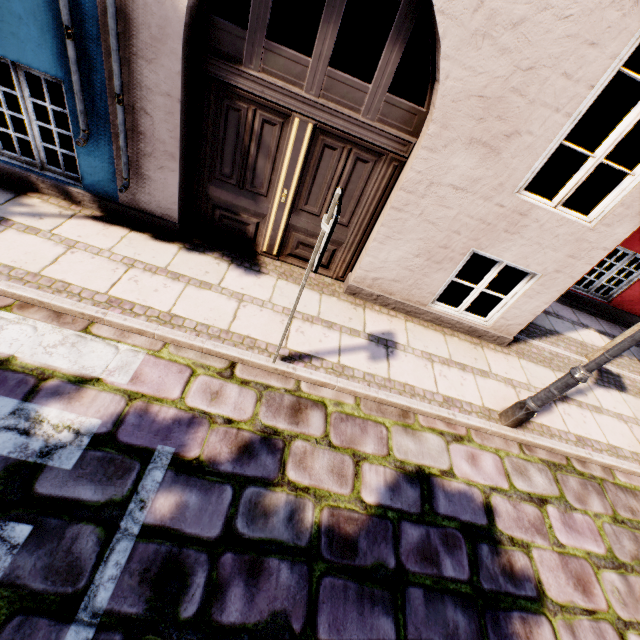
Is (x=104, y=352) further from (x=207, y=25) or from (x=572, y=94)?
(x=572, y=94)
